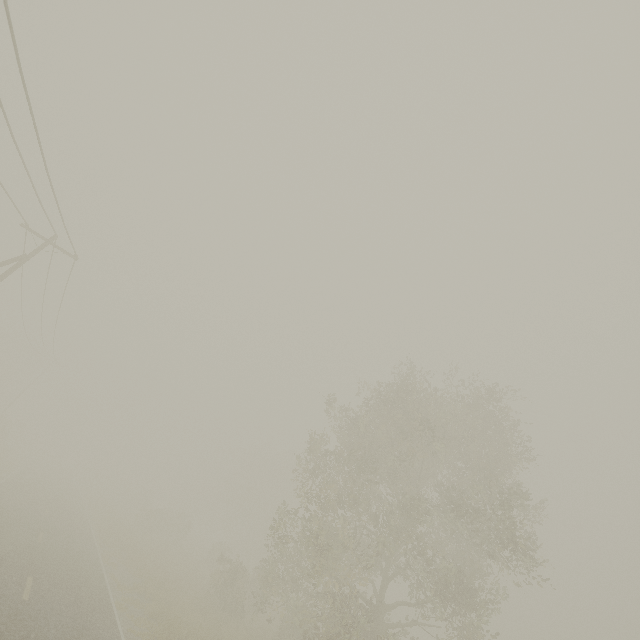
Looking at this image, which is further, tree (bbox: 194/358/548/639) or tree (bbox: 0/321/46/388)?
tree (bbox: 0/321/46/388)

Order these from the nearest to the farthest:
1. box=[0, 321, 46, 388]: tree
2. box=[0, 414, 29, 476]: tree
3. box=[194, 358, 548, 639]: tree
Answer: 1. box=[194, 358, 548, 639]: tree
2. box=[0, 414, 29, 476]: tree
3. box=[0, 321, 46, 388]: tree

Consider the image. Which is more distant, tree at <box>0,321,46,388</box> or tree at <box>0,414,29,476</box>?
tree at <box>0,321,46,388</box>

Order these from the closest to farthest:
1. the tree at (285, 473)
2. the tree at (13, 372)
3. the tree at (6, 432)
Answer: the tree at (285, 473), the tree at (6, 432), the tree at (13, 372)

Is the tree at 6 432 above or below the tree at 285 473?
below

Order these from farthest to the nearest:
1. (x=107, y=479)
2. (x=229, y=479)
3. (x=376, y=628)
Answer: (x=107, y=479) → (x=229, y=479) → (x=376, y=628)

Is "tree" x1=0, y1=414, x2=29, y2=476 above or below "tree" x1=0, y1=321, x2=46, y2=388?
below
